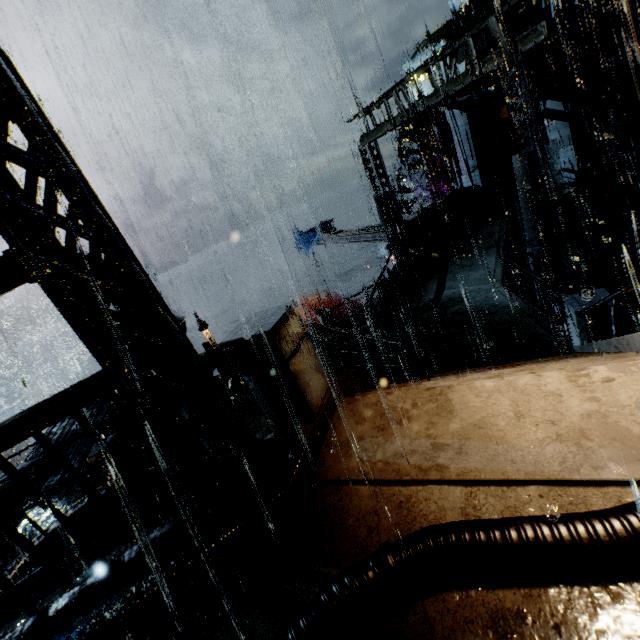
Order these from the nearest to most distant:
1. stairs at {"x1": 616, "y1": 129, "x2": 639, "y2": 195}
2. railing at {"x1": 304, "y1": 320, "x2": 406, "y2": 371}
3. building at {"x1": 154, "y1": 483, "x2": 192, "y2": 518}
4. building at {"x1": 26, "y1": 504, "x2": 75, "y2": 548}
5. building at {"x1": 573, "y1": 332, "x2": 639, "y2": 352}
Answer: building at {"x1": 154, "y1": 483, "x2": 192, "y2": 518}, building at {"x1": 573, "y1": 332, "x2": 639, "y2": 352}, railing at {"x1": 304, "y1": 320, "x2": 406, "y2": 371}, building at {"x1": 26, "y1": 504, "x2": 75, "y2": 548}, stairs at {"x1": 616, "y1": 129, "x2": 639, "y2": 195}

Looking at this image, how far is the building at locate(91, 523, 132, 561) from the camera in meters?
3.7 m

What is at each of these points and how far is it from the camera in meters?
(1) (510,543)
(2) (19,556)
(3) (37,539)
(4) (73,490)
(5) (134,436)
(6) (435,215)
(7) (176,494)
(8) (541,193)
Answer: (1) pipe, 2.3
(2) building, 10.8
(3) building, 11.1
(4) building, 12.8
(5) building, 14.6
(6) trash can, 17.7
(7) building, 11.3
(8) building, 10.3

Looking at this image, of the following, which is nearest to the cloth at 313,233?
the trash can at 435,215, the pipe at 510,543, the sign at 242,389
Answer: the trash can at 435,215

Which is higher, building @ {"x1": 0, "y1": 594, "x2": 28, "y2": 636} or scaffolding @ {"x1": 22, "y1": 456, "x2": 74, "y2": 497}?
scaffolding @ {"x1": 22, "y1": 456, "x2": 74, "y2": 497}

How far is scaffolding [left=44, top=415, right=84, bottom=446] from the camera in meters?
6.4

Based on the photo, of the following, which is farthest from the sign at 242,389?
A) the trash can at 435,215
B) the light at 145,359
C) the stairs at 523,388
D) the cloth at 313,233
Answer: the cloth at 313,233

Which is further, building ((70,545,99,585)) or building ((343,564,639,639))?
building ((70,545,99,585))
